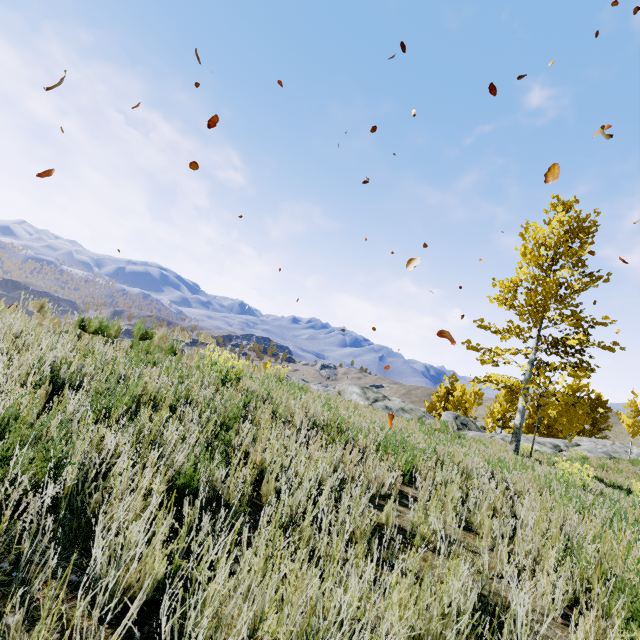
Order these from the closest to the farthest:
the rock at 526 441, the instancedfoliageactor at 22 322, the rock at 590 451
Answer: the instancedfoliageactor at 22 322
the rock at 526 441
the rock at 590 451

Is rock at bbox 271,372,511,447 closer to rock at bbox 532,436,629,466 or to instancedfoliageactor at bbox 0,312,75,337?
instancedfoliageactor at bbox 0,312,75,337

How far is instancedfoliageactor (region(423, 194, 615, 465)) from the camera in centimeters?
1224cm

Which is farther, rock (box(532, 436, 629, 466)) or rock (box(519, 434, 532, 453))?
rock (box(532, 436, 629, 466))

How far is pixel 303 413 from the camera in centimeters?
520cm

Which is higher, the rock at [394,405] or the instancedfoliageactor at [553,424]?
the instancedfoliageactor at [553,424]

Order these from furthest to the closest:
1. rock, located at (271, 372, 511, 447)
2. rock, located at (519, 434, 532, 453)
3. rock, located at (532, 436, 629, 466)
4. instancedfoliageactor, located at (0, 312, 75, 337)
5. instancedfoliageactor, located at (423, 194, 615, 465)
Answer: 1. rock, located at (532, 436, 629, 466)
2. rock, located at (519, 434, 532, 453)
3. instancedfoliageactor, located at (423, 194, 615, 465)
4. rock, located at (271, 372, 511, 447)
5. instancedfoliageactor, located at (0, 312, 75, 337)
